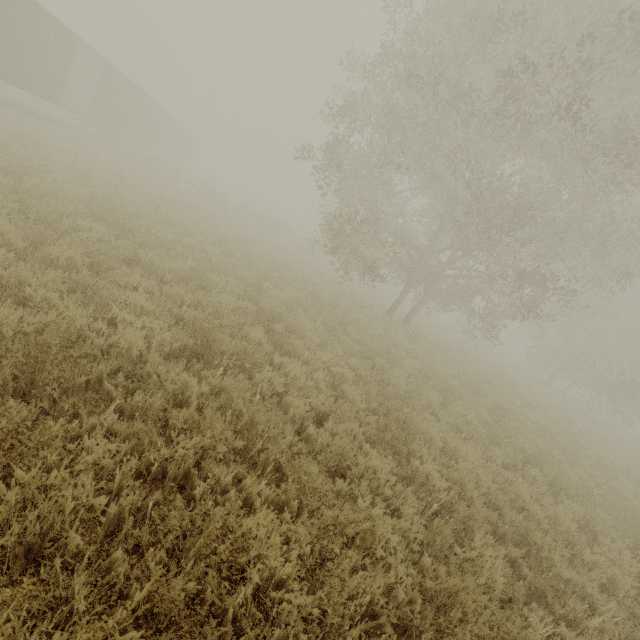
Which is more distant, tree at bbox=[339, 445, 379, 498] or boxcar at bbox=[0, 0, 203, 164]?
boxcar at bbox=[0, 0, 203, 164]

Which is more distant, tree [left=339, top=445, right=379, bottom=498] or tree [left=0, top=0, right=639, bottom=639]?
tree [left=339, top=445, right=379, bottom=498]

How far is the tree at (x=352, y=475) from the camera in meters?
4.1

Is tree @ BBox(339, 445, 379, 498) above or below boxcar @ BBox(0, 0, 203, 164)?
below

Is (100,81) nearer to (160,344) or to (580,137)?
(160,344)

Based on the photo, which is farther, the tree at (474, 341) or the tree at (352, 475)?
the tree at (352, 475)

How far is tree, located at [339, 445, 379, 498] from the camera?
4.1 meters

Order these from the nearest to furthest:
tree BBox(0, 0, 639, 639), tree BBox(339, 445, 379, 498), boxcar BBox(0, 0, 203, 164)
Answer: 1. tree BBox(0, 0, 639, 639)
2. tree BBox(339, 445, 379, 498)
3. boxcar BBox(0, 0, 203, 164)
